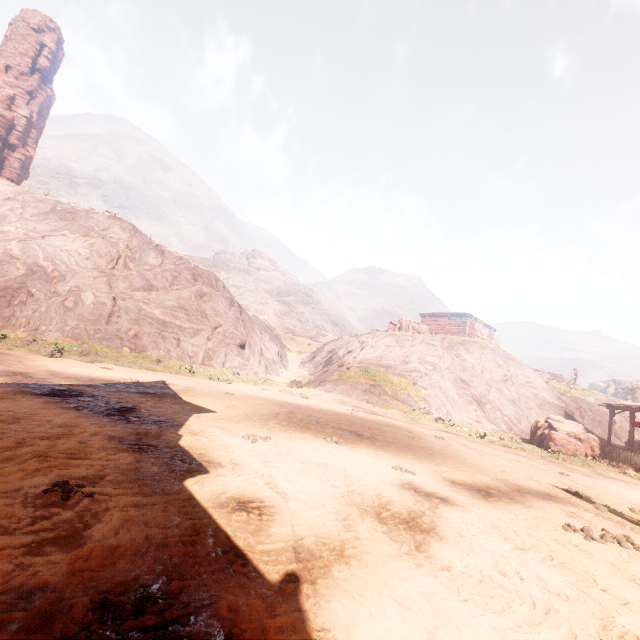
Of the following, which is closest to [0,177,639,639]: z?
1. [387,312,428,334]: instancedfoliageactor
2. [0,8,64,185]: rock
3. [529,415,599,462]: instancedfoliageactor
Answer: [529,415,599,462]: instancedfoliageactor

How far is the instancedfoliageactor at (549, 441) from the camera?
17.28m

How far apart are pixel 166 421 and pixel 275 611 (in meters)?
6.16

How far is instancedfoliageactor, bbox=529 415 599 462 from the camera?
17.3 meters

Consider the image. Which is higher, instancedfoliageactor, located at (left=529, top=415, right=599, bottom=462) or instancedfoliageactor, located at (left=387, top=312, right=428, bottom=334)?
instancedfoliageactor, located at (left=387, top=312, right=428, bottom=334)

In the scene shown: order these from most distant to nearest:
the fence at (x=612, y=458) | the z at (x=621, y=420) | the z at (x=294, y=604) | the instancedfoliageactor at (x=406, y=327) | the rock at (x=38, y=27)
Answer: the rock at (x=38, y=27), the instancedfoliageactor at (x=406, y=327), the z at (x=621, y=420), the fence at (x=612, y=458), the z at (x=294, y=604)

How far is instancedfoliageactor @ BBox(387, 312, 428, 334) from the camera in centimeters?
3766cm

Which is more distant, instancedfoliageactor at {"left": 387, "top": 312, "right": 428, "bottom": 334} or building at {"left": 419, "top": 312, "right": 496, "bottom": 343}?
building at {"left": 419, "top": 312, "right": 496, "bottom": 343}
